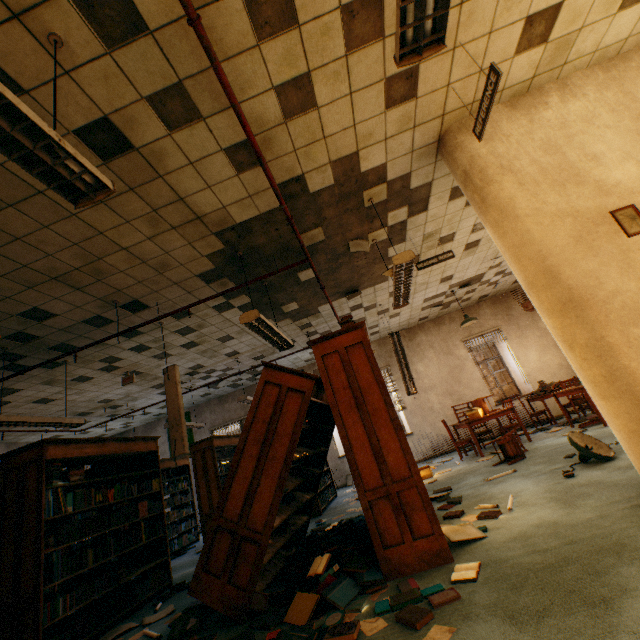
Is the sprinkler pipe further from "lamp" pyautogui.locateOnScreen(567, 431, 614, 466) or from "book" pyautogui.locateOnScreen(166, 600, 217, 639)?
"lamp" pyautogui.locateOnScreen(567, 431, 614, 466)

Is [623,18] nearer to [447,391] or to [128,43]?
[128,43]

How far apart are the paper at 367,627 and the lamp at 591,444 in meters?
3.0

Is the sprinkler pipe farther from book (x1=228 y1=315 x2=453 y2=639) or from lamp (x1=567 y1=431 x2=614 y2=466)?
lamp (x1=567 y1=431 x2=614 y2=466)

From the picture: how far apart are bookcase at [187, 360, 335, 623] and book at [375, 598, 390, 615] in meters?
0.0 m

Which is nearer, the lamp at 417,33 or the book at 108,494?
the lamp at 417,33

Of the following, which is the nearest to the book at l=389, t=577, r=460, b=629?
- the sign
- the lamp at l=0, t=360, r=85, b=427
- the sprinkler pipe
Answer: the sprinkler pipe

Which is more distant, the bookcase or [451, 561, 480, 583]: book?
the bookcase
